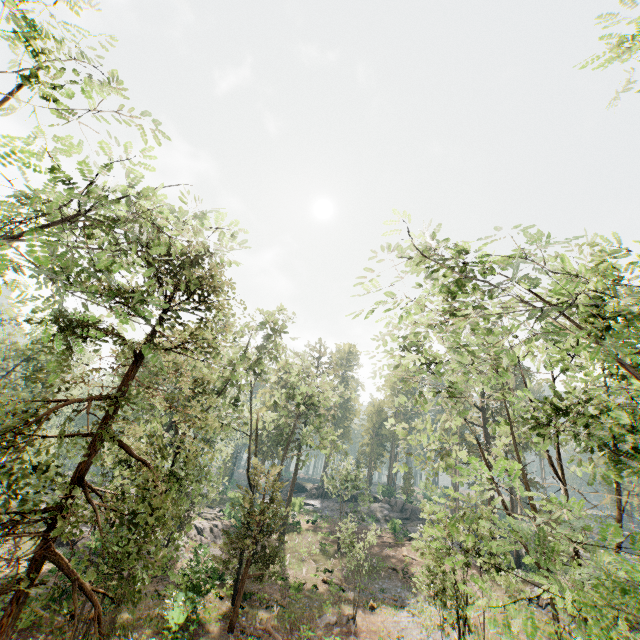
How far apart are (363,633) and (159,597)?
13.5m

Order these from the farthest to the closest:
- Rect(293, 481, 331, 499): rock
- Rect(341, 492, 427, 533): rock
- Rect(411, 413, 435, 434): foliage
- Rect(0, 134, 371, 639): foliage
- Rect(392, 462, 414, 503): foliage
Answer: Rect(293, 481, 331, 499): rock → Rect(341, 492, 427, 533): rock → Rect(411, 413, 435, 434): foliage → Rect(392, 462, 414, 503): foliage → Rect(0, 134, 371, 639): foliage

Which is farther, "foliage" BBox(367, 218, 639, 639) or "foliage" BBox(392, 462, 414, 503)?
"foliage" BBox(392, 462, 414, 503)

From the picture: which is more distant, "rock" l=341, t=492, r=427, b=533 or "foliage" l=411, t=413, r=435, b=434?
"rock" l=341, t=492, r=427, b=533

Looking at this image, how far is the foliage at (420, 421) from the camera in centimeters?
1880cm

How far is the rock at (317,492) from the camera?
54.2 meters

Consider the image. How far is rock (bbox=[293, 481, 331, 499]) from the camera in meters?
54.2 m

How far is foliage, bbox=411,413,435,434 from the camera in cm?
1880
